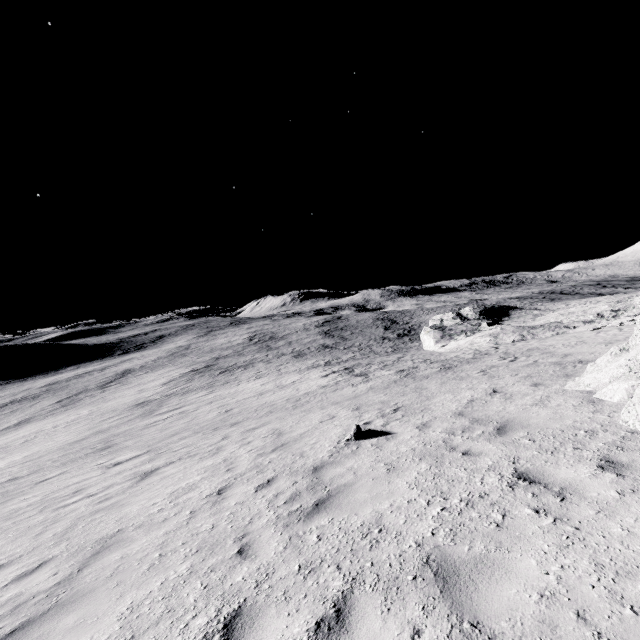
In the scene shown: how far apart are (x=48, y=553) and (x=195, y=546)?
3.4m
